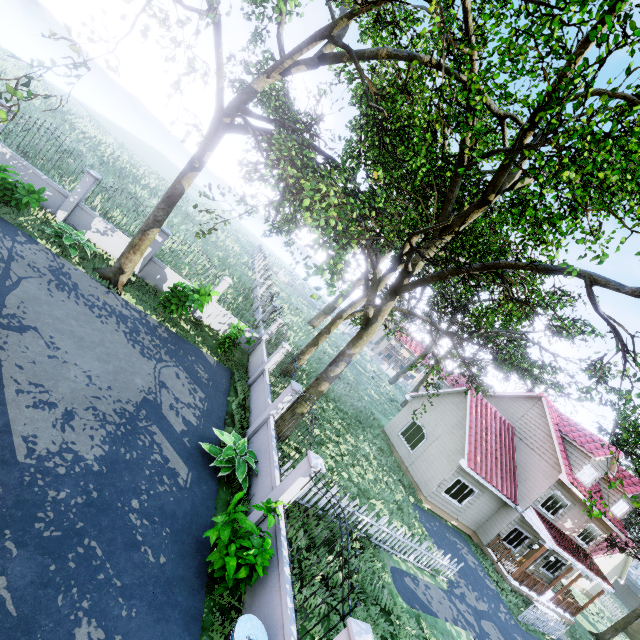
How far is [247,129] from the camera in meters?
11.7 m

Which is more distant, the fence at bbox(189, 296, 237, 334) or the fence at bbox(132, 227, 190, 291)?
the fence at bbox(189, 296, 237, 334)

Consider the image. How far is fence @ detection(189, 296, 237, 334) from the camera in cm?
1540

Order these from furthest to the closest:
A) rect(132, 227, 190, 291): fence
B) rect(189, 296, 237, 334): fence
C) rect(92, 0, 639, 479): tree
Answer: rect(189, 296, 237, 334): fence < rect(132, 227, 190, 291): fence < rect(92, 0, 639, 479): tree

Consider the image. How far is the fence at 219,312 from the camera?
15.40m

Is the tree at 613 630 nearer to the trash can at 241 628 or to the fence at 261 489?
the fence at 261 489

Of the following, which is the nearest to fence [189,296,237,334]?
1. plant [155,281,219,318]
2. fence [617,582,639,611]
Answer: plant [155,281,219,318]

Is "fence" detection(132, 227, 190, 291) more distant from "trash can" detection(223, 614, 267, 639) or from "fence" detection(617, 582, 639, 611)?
"fence" detection(617, 582, 639, 611)
